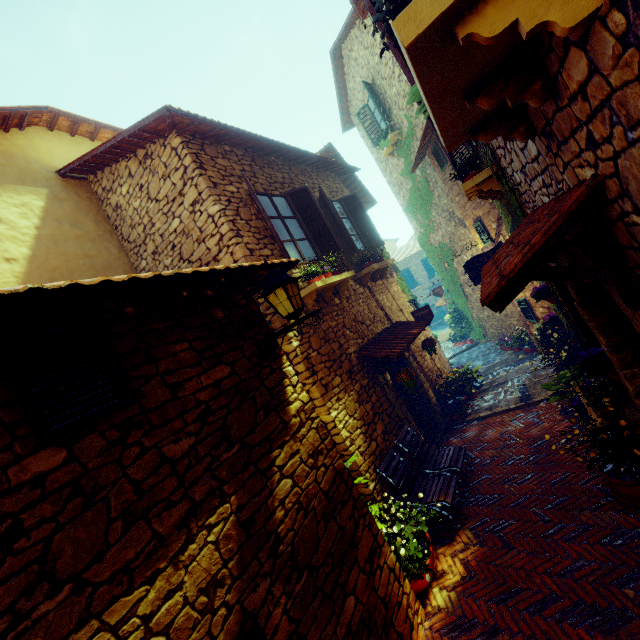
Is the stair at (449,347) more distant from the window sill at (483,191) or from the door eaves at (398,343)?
the window sill at (483,191)

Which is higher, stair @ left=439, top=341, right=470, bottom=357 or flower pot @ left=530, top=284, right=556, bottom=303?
flower pot @ left=530, top=284, right=556, bottom=303

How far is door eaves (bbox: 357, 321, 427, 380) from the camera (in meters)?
6.01

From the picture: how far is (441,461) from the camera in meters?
5.7 m

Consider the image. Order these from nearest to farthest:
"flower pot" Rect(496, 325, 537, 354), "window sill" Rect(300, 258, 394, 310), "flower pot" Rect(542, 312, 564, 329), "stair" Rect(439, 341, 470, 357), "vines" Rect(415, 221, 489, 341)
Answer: "window sill" Rect(300, 258, 394, 310)
"flower pot" Rect(542, 312, 564, 329)
"flower pot" Rect(496, 325, 537, 354)
"vines" Rect(415, 221, 489, 341)
"stair" Rect(439, 341, 470, 357)

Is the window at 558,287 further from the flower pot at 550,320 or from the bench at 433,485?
the bench at 433,485

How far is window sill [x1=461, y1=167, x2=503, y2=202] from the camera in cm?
421

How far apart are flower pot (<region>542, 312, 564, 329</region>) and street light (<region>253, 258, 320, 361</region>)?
6.0 meters
